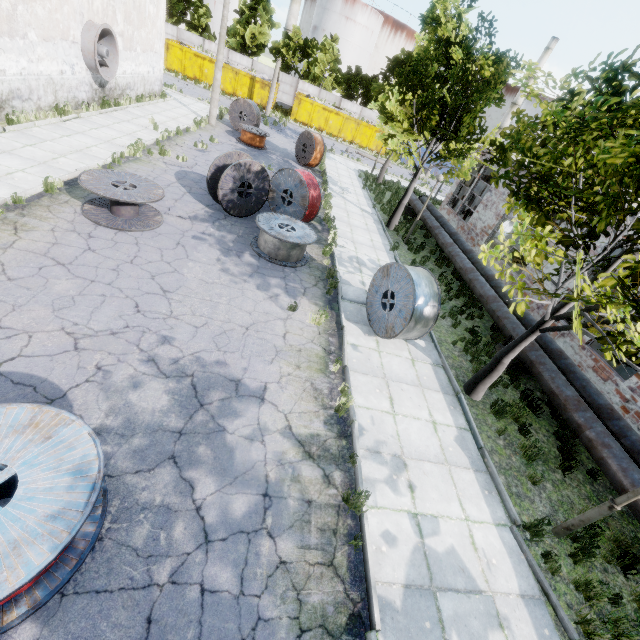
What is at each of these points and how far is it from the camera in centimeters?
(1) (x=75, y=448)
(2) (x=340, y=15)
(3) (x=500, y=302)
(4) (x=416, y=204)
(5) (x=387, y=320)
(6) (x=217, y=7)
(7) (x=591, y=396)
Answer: (1) wire spool, 369cm
(2) storage tank, 5828cm
(3) pipe, 1080cm
(4) pipe, 1903cm
(5) wire spool, 869cm
(6) storage tank, 5728cm
(7) pipe, 816cm

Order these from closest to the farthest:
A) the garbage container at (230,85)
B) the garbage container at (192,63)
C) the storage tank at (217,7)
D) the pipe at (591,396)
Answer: the pipe at (591,396) < the garbage container at (192,63) < the garbage container at (230,85) < the storage tank at (217,7)

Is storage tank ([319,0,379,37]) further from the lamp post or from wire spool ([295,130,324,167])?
the lamp post

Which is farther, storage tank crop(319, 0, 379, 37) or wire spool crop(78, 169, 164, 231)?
storage tank crop(319, 0, 379, 37)

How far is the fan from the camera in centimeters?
1425cm

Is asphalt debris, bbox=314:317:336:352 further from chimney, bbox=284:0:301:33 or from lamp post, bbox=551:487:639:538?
chimney, bbox=284:0:301:33

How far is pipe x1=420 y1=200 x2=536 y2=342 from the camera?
10.2m

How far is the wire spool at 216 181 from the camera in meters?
10.3
